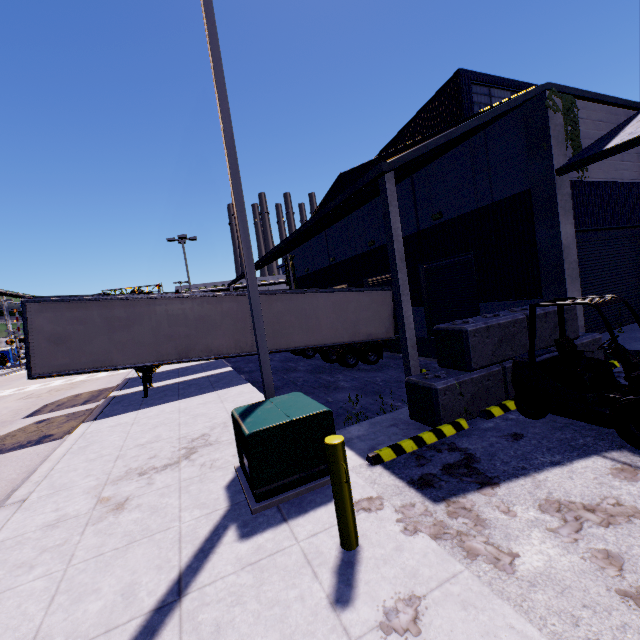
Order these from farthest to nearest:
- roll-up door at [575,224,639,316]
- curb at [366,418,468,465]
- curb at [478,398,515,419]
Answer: roll-up door at [575,224,639,316] < curb at [478,398,515,419] < curb at [366,418,468,465]

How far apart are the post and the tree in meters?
11.0

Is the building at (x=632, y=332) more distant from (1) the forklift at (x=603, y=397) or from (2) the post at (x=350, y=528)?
(2) the post at (x=350, y=528)

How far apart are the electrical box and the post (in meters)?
1.00

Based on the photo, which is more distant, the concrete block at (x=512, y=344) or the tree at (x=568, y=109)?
the tree at (x=568, y=109)

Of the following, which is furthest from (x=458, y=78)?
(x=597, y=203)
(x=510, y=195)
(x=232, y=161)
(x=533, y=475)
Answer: (x=533, y=475)

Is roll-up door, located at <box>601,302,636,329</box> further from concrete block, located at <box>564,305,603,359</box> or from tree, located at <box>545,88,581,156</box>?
tree, located at <box>545,88,581,156</box>

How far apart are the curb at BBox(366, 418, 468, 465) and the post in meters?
1.8 m
